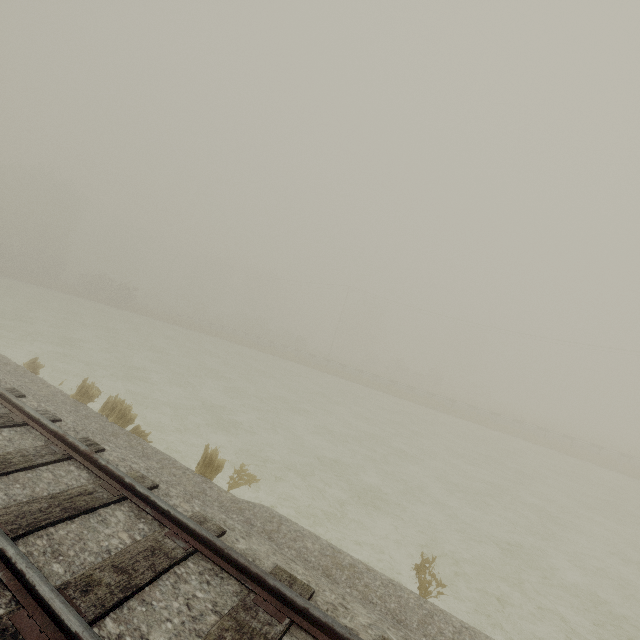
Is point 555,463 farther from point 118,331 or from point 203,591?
point 118,331
